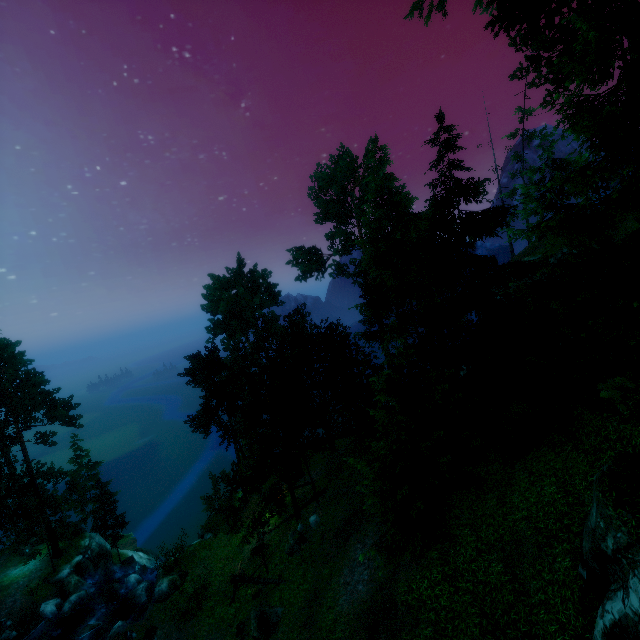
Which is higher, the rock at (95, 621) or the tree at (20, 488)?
the tree at (20, 488)

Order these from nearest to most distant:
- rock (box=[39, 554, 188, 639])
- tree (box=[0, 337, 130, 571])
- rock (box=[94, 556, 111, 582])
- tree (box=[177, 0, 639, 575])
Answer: tree (box=[177, 0, 639, 575]) → rock (box=[39, 554, 188, 639]) → tree (box=[0, 337, 130, 571]) → rock (box=[94, 556, 111, 582])

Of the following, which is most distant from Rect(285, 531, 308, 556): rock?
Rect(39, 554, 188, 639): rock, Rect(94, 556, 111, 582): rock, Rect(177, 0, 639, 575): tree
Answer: Rect(94, 556, 111, 582): rock

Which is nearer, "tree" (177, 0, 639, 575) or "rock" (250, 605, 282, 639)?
"tree" (177, 0, 639, 575)

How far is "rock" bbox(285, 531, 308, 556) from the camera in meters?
22.3

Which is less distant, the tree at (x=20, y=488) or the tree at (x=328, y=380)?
the tree at (x=328, y=380)

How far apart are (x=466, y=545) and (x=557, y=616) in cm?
380

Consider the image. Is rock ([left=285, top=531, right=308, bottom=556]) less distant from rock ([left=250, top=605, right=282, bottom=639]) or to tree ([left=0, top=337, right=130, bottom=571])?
tree ([left=0, top=337, right=130, bottom=571])
